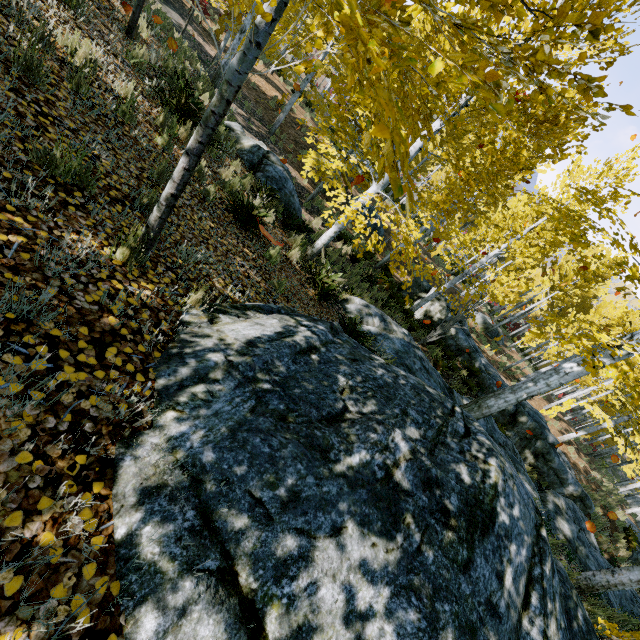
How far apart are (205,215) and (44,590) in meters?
4.3 m

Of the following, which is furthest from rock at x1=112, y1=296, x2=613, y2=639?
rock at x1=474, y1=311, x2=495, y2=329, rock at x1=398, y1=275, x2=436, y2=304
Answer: rock at x1=474, y1=311, x2=495, y2=329

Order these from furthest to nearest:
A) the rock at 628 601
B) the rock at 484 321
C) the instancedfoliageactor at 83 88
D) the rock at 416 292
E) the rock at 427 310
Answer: the rock at 484 321
the rock at 416 292
the rock at 427 310
the rock at 628 601
the instancedfoliageactor at 83 88

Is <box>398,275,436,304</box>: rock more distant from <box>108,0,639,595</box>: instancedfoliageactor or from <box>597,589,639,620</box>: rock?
<box>108,0,639,595</box>: instancedfoliageactor

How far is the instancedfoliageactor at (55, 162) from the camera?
2.42m

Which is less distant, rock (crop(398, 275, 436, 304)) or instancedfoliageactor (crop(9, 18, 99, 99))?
instancedfoliageactor (crop(9, 18, 99, 99))

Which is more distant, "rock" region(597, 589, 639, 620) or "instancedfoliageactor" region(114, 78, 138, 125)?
"rock" region(597, 589, 639, 620)

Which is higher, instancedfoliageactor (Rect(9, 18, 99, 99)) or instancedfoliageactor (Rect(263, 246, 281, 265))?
instancedfoliageactor (Rect(9, 18, 99, 99))
